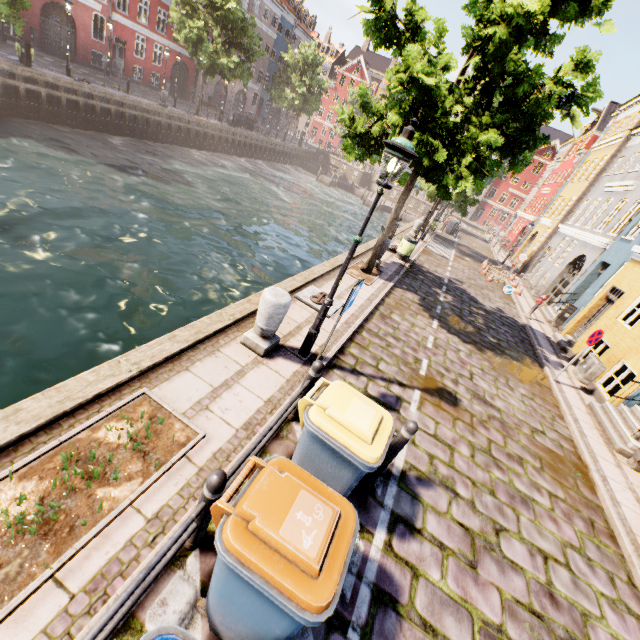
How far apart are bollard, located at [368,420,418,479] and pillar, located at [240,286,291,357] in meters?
2.4 m

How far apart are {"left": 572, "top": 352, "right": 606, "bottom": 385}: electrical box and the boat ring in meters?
8.7 m

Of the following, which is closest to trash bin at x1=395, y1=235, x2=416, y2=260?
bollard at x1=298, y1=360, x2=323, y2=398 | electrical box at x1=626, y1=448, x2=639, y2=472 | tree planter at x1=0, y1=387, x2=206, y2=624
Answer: electrical box at x1=626, y1=448, x2=639, y2=472

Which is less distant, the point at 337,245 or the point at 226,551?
the point at 226,551

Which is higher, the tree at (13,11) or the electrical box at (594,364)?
the tree at (13,11)

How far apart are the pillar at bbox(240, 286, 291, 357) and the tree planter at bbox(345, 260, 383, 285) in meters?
5.2 m

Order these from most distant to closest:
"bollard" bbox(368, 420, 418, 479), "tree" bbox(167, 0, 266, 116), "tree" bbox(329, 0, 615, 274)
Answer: "tree" bbox(167, 0, 266, 116), "tree" bbox(329, 0, 615, 274), "bollard" bbox(368, 420, 418, 479)

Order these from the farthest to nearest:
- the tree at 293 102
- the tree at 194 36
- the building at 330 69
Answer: the building at 330 69
the tree at 293 102
the tree at 194 36
